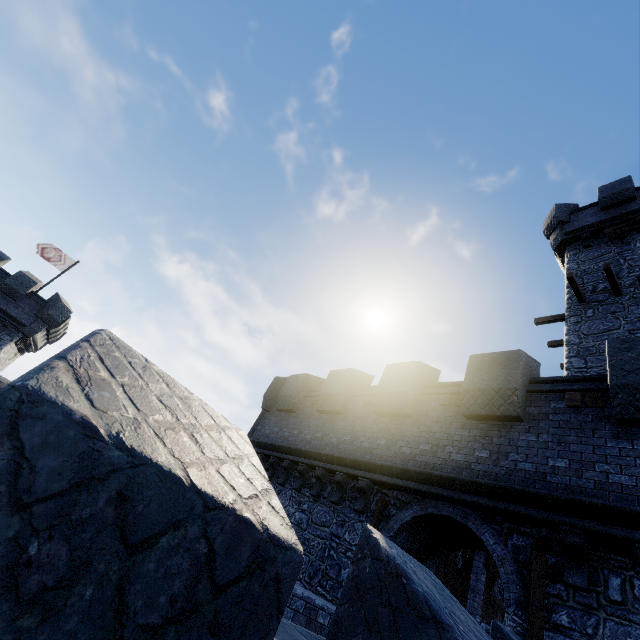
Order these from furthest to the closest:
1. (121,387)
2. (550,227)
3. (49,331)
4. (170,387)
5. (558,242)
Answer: (49,331) < (550,227) < (558,242) < (170,387) < (121,387)

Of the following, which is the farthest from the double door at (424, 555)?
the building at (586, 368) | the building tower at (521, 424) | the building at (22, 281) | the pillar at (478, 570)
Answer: the building at (22, 281)

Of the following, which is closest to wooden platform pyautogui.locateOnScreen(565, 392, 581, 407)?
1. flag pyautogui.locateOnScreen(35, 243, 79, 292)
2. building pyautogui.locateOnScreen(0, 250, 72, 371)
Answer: building pyautogui.locateOnScreen(0, 250, 72, 371)

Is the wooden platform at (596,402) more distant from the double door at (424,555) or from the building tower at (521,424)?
the double door at (424,555)

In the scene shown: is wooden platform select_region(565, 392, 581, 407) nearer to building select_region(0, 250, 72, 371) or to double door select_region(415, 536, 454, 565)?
double door select_region(415, 536, 454, 565)

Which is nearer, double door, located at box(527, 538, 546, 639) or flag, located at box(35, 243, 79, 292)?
double door, located at box(527, 538, 546, 639)

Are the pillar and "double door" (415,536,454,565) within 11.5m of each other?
yes

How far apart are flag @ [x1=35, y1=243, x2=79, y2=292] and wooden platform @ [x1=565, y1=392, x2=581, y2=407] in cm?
3381
